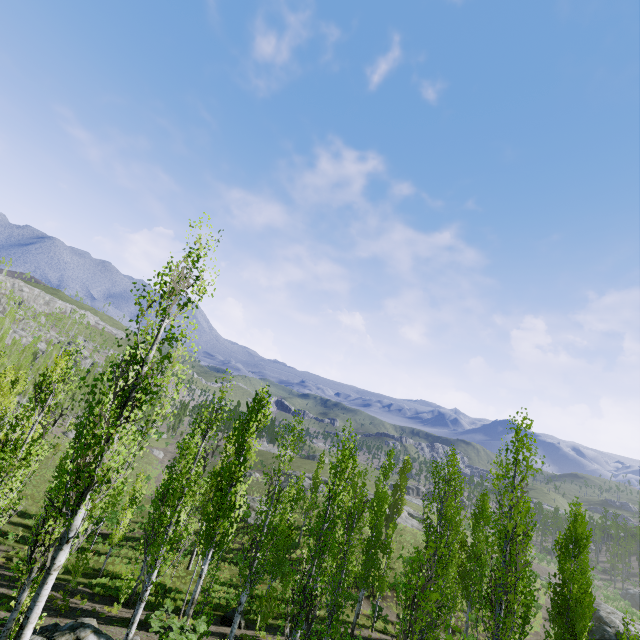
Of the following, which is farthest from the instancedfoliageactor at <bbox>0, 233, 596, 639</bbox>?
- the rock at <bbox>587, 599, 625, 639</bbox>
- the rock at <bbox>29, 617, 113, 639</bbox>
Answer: the rock at <bbox>587, 599, 625, 639</bbox>

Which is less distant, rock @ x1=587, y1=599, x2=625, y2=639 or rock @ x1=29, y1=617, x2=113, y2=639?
rock @ x1=29, y1=617, x2=113, y2=639

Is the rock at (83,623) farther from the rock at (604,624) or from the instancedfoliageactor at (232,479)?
the rock at (604,624)

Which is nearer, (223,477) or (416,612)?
(416,612)

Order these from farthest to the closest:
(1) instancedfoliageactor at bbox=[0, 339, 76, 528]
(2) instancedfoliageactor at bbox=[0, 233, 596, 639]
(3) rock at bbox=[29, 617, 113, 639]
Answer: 1. (3) rock at bbox=[29, 617, 113, 639]
2. (1) instancedfoliageactor at bbox=[0, 339, 76, 528]
3. (2) instancedfoliageactor at bbox=[0, 233, 596, 639]

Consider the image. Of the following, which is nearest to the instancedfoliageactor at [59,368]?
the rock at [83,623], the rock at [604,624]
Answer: the rock at [83,623]
